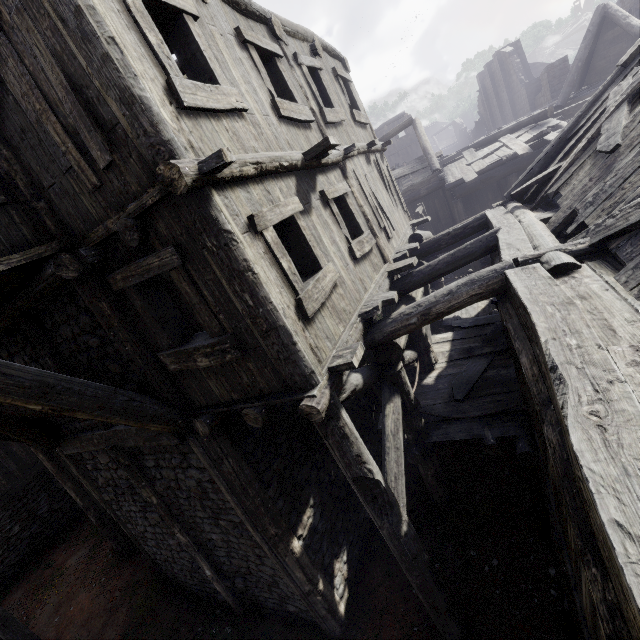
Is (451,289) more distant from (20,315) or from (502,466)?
(20,315)

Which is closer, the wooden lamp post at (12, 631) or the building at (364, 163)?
the building at (364, 163)

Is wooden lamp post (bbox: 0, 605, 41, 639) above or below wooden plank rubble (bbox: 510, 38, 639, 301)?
below

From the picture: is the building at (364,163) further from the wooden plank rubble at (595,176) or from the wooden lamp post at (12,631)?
the wooden lamp post at (12,631)

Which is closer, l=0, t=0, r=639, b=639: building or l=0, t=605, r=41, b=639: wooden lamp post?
l=0, t=0, r=639, b=639: building

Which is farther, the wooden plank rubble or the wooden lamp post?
the wooden lamp post

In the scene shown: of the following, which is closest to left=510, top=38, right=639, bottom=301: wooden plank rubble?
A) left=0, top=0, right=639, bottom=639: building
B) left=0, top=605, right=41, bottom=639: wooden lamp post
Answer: left=0, top=0, right=639, bottom=639: building
